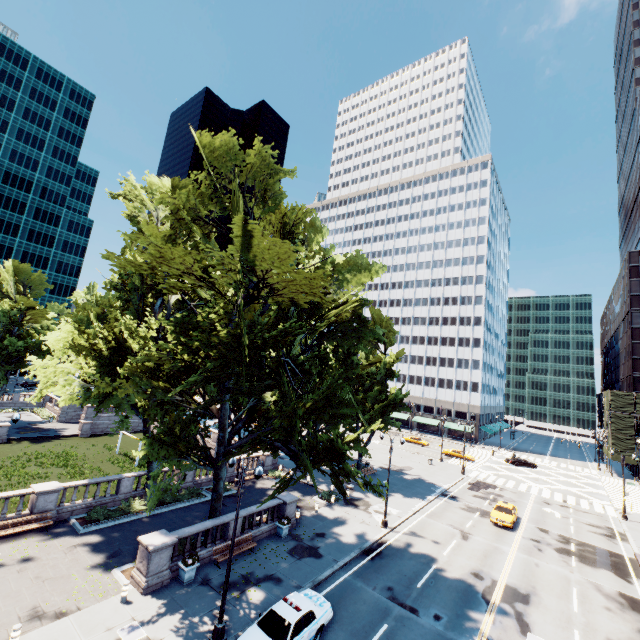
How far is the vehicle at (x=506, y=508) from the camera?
29.31m

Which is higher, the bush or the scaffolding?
the scaffolding

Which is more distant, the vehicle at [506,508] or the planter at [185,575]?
the vehicle at [506,508]

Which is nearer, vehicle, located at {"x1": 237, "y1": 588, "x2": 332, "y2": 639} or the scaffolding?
vehicle, located at {"x1": 237, "y1": 588, "x2": 332, "y2": 639}

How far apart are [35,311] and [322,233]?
49.5m

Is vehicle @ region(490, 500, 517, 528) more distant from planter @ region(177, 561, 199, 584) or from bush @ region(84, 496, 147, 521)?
bush @ region(84, 496, 147, 521)

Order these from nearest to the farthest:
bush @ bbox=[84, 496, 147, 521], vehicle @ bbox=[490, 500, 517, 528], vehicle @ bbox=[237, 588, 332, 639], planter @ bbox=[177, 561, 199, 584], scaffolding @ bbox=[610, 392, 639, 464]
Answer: vehicle @ bbox=[237, 588, 332, 639], planter @ bbox=[177, 561, 199, 584], bush @ bbox=[84, 496, 147, 521], vehicle @ bbox=[490, 500, 517, 528], scaffolding @ bbox=[610, 392, 639, 464]

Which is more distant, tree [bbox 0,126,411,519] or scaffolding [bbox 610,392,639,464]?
scaffolding [bbox 610,392,639,464]
